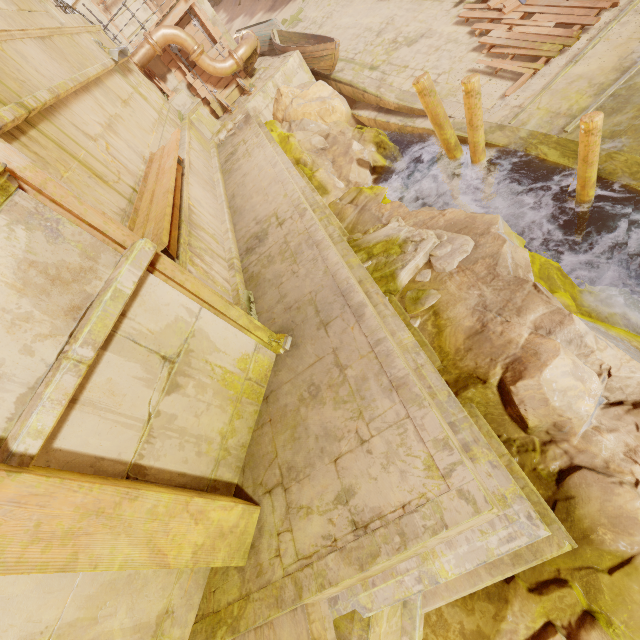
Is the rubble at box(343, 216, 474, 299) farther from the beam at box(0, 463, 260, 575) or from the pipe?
the pipe

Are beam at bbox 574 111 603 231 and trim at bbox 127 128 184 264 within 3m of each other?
no

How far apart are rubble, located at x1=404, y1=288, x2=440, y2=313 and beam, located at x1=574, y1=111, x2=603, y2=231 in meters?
2.1

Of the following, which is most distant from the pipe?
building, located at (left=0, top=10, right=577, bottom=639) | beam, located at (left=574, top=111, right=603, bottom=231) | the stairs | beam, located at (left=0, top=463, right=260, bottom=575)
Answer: the stairs

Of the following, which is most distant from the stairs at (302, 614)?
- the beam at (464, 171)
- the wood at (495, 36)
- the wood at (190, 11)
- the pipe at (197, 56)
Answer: the wood at (190, 11)

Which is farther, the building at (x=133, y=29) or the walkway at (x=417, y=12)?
the building at (x=133, y=29)

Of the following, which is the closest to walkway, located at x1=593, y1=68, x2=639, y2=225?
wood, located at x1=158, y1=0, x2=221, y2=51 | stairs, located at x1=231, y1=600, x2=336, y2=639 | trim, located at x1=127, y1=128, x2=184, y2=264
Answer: wood, located at x1=158, y1=0, x2=221, y2=51

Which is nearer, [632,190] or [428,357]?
[428,357]
